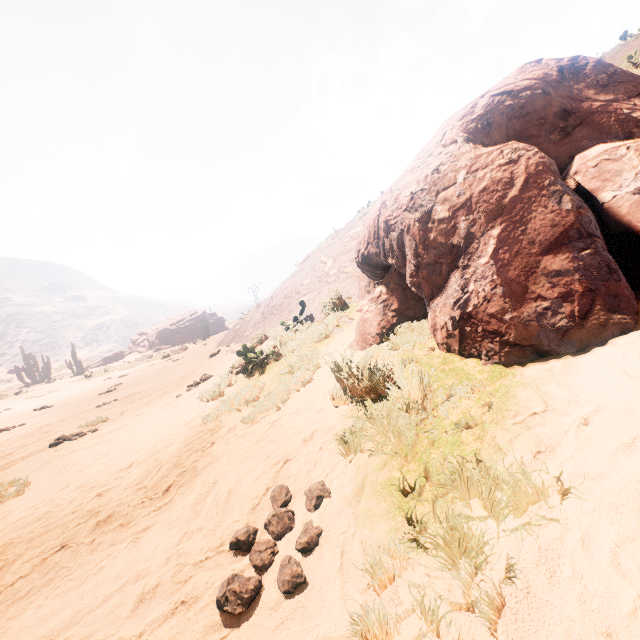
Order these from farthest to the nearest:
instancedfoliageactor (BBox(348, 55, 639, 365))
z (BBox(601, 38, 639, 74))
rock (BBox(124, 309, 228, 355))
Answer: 1. rock (BBox(124, 309, 228, 355))
2. z (BBox(601, 38, 639, 74))
3. instancedfoliageactor (BBox(348, 55, 639, 365))

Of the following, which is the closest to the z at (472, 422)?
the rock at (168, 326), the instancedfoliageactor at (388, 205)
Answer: the instancedfoliageactor at (388, 205)

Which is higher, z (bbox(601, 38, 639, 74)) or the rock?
z (bbox(601, 38, 639, 74))

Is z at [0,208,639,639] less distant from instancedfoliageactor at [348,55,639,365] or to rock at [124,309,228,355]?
instancedfoliageactor at [348,55,639,365]

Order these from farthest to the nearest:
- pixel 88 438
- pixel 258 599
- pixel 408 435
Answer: pixel 88 438 < pixel 408 435 < pixel 258 599

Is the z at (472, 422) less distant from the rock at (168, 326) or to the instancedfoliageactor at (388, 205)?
the instancedfoliageactor at (388, 205)

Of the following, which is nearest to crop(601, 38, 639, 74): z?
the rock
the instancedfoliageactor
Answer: the instancedfoliageactor
